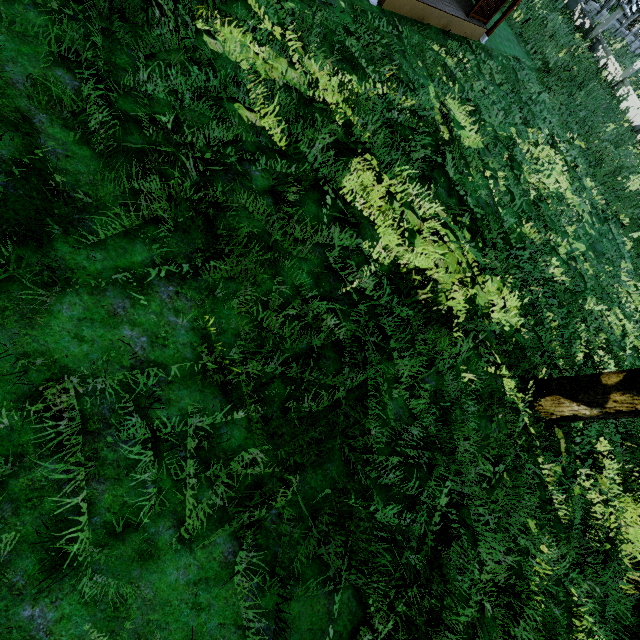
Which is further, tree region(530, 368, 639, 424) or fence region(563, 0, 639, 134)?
fence region(563, 0, 639, 134)

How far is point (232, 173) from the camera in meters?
4.2

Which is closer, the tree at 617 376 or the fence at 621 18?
the tree at 617 376
